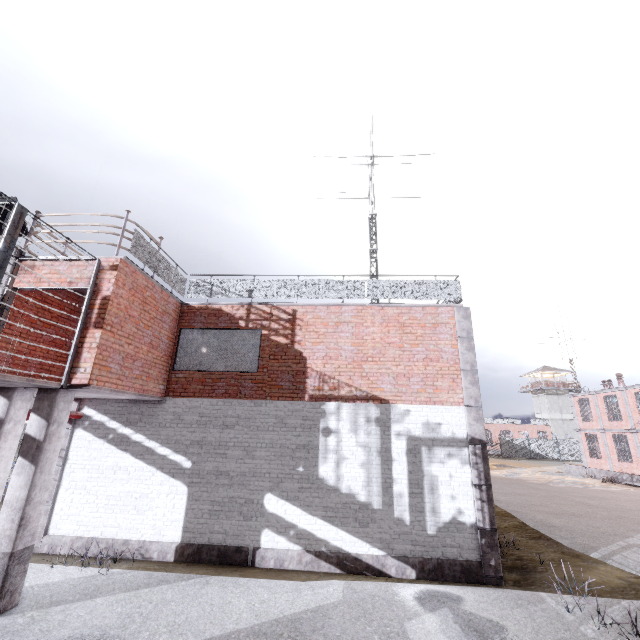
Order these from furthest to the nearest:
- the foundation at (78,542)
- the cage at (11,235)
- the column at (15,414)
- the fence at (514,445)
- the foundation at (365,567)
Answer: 1. the fence at (514,445)
2. the foundation at (78,542)
3. the foundation at (365,567)
4. the column at (15,414)
5. the cage at (11,235)

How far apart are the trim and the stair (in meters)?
28.65

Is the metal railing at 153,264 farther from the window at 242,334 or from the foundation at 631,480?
the foundation at 631,480

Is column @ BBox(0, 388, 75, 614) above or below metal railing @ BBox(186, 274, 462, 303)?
below

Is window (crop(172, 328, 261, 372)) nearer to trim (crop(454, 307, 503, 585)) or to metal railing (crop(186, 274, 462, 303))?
metal railing (crop(186, 274, 462, 303))

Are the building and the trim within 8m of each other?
no

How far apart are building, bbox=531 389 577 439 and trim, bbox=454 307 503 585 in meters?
57.7

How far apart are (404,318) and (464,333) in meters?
1.8 m
